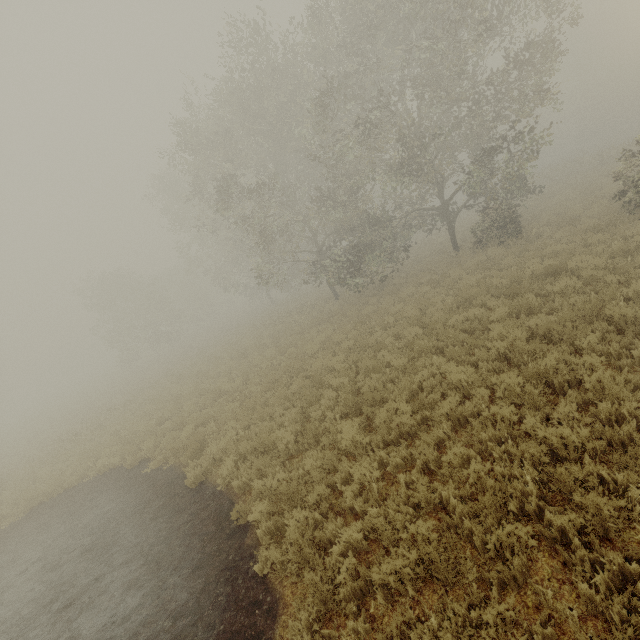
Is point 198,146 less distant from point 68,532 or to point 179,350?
point 68,532
